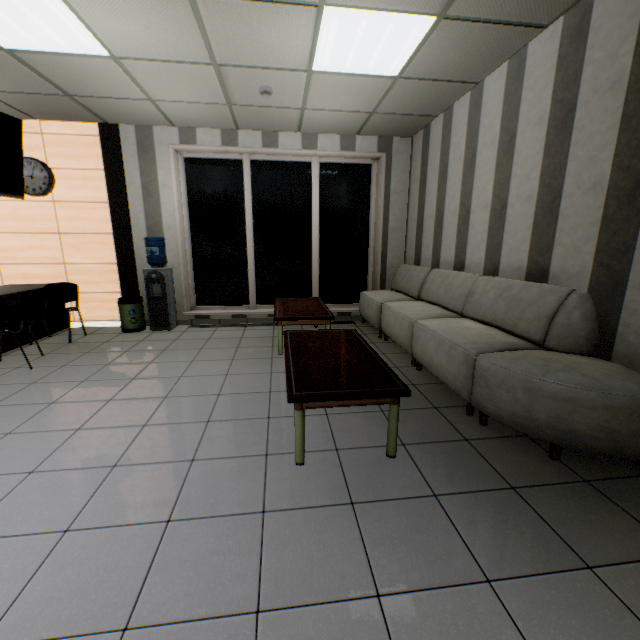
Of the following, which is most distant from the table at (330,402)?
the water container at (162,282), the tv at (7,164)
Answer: the tv at (7,164)

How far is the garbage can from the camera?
5.2 meters

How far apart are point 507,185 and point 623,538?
3.1 meters

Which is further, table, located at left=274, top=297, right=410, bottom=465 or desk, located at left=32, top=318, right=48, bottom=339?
desk, located at left=32, top=318, right=48, bottom=339

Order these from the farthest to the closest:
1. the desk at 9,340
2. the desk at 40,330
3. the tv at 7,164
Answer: the desk at 40,330
the desk at 9,340
the tv at 7,164

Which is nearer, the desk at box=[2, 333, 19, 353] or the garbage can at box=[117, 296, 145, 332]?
the desk at box=[2, 333, 19, 353]

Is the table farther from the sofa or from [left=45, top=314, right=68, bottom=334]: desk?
→ [left=45, top=314, right=68, bottom=334]: desk

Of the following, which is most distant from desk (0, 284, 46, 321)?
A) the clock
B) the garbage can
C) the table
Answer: the table
